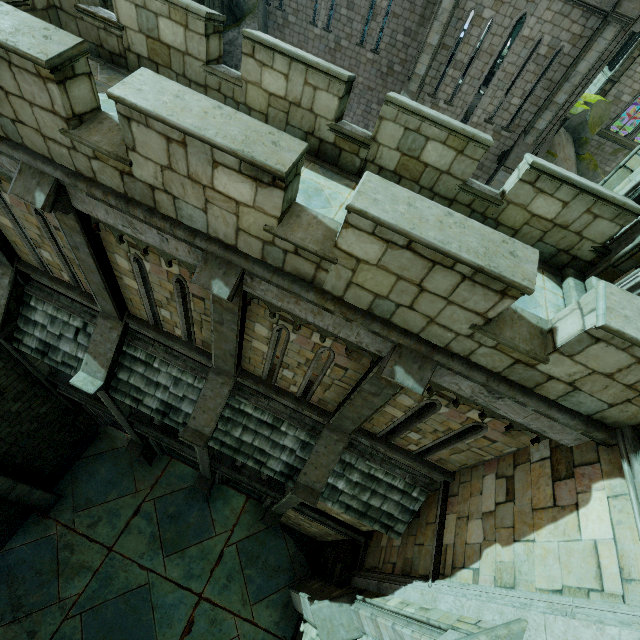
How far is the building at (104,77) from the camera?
6.1 meters

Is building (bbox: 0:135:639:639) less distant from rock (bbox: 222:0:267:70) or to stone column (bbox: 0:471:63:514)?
rock (bbox: 222:0:267:70)

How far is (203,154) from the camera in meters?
3.8 m

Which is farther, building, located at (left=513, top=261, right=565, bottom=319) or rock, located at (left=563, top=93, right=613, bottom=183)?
rock, located at (left=563, top=93, right=613, bottom=183)

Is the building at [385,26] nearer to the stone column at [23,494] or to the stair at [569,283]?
the stair at [569,283]

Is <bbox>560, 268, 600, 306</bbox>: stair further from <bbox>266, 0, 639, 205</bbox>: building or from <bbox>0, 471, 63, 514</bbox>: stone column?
<bbox>0, 471, 63, 514</bbox>: stone column

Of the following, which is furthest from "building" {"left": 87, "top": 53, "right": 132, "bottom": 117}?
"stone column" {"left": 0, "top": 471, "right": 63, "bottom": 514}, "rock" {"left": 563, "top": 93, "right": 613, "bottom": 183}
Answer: "stone column" {"left": 0, "top": 471, "right": 63, "bottom": 514}
